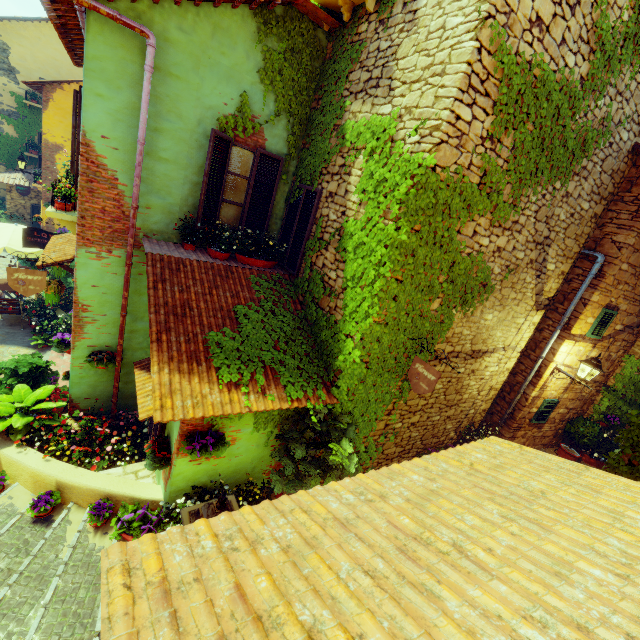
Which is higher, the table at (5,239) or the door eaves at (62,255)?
the door eaves at (62,255)

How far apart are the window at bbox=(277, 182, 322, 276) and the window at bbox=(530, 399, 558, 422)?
6.8m

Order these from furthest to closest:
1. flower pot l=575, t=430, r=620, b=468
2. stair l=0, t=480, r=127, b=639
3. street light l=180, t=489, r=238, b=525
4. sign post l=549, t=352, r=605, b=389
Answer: flower pot l=575, t=430, r=620, b=468 → sign post l=549, t=352, r=605, b=389 → stair l=0, t=480, r=127, b=639 → street light l=180, t=489, r=238, b=525

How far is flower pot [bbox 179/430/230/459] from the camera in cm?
423

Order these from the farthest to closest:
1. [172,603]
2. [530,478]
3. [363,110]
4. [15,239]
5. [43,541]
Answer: [15,239]
[363,110]
[43,541]
[530,478]
[172,603]

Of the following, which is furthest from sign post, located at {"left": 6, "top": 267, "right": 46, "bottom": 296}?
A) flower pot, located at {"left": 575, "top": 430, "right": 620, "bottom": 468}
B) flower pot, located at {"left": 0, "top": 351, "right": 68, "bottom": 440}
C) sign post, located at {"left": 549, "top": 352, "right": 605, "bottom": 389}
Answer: flower pot, located at {"left": 575, "top": 430, "right": 620, "bottom": 468}

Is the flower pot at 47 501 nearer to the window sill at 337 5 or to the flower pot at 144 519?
the flower pot at 144 519

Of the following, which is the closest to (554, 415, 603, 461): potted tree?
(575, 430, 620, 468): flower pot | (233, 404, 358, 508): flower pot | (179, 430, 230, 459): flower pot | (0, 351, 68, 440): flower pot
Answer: (575, 430, 620, 468): flower pot
